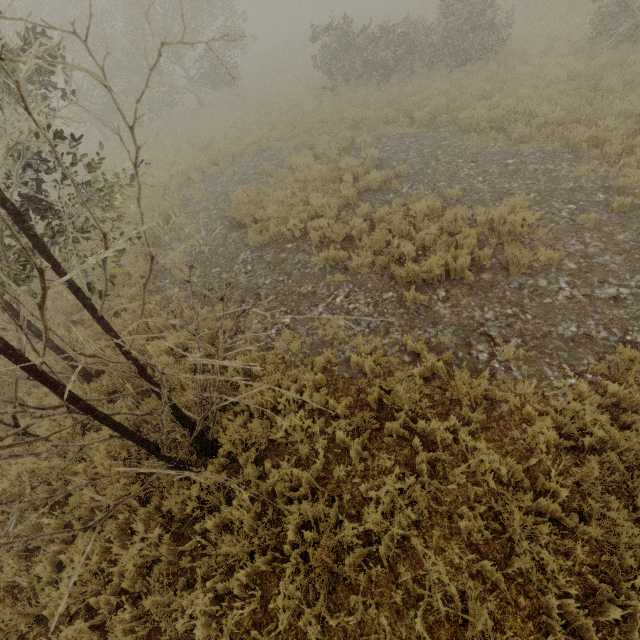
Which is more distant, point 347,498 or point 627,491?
point 347,498
